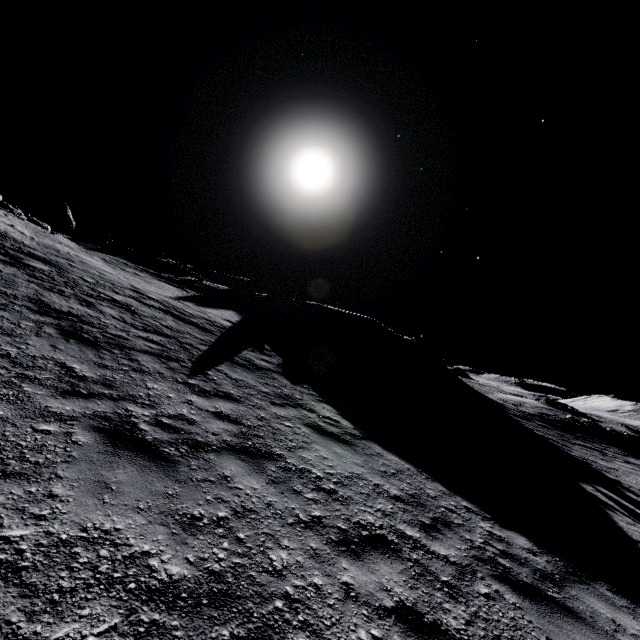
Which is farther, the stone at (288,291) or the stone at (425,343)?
the stone at (288,291)

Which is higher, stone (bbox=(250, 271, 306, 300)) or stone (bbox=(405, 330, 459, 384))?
stone (bbox=(250, 271, 306, 300))

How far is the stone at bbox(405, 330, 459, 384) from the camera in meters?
28.7

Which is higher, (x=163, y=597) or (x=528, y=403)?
(x=528, y=403)

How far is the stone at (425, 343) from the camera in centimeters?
2872cm

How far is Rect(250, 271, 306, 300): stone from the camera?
34.8 meters

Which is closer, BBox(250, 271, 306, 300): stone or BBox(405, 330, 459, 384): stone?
BBox(405, 330, 459, 384): stone
